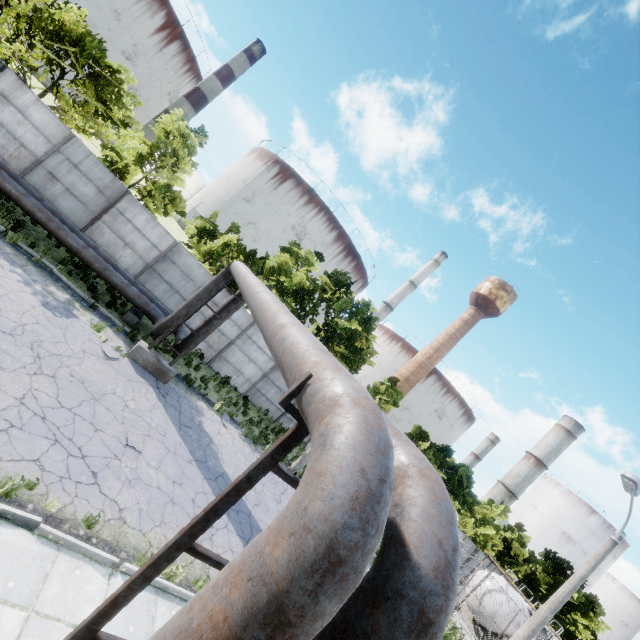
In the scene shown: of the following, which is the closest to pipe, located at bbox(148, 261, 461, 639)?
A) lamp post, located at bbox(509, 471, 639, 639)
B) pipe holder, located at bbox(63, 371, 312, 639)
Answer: pipe holder, located at bbox(63, 371, 312, 639)

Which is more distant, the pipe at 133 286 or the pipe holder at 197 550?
the pipe at 133 286

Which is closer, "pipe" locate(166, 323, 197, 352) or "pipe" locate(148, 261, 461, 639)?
"pipe" locate(148, 261, 461, 639)

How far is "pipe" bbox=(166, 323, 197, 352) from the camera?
12.7 meters

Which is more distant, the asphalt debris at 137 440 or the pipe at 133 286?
the pipe at 133 286

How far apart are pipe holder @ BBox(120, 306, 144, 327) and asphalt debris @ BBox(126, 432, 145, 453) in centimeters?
630cm

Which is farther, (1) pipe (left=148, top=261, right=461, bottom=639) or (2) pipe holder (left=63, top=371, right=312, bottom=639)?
(2) pipe holder (left=63, top=371, right=312, bottom=639)

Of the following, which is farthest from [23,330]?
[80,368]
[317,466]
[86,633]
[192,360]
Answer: [317,466]
